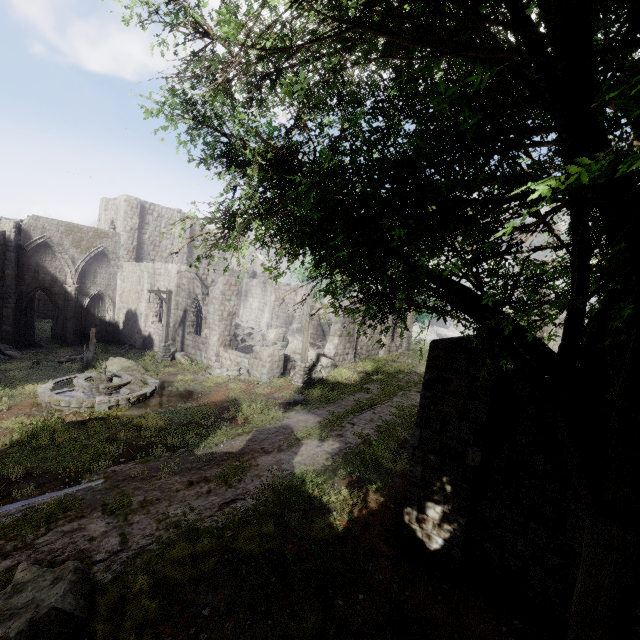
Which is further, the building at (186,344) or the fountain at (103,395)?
the building at (186,344)

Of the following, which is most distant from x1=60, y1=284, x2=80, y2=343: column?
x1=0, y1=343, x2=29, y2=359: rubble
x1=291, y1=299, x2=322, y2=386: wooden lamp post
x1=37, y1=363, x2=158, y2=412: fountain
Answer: x1=291, y1=299, x2=322, y2=386: wooden lamp post

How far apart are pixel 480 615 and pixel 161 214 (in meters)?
35.56

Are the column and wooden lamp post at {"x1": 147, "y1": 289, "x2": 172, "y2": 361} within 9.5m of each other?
no

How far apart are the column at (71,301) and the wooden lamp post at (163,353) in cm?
1031

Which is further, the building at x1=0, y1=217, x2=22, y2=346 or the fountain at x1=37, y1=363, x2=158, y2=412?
the building at x1=0, y1=217, x2=22, y2=346

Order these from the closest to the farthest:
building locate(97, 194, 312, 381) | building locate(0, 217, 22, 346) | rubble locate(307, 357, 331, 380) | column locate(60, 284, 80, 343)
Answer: rubble locate(307, 357, 331, 380) < building locate(97, 194, 312, 381) < building locate(0, 217, 22, 346) < column locate(60, 284, 80, 343)

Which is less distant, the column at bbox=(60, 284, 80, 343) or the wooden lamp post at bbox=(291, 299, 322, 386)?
the wooden lamp post at bbox=(291, 299, 322, 386)
